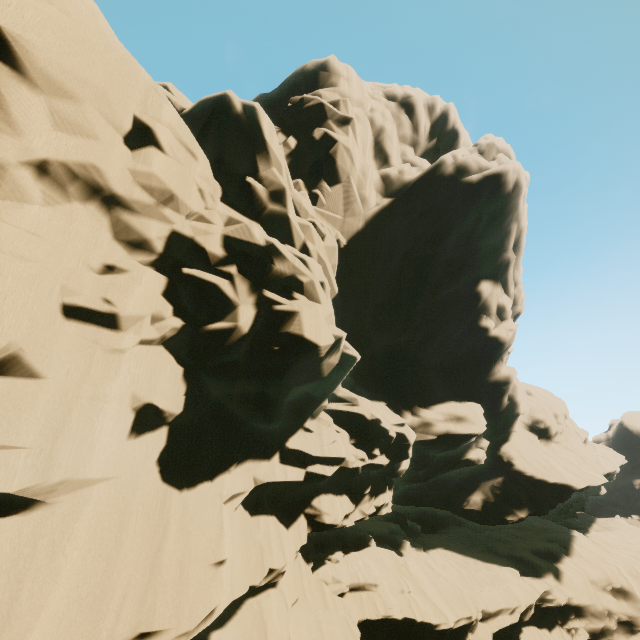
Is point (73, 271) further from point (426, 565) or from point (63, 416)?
point (426, 565)
